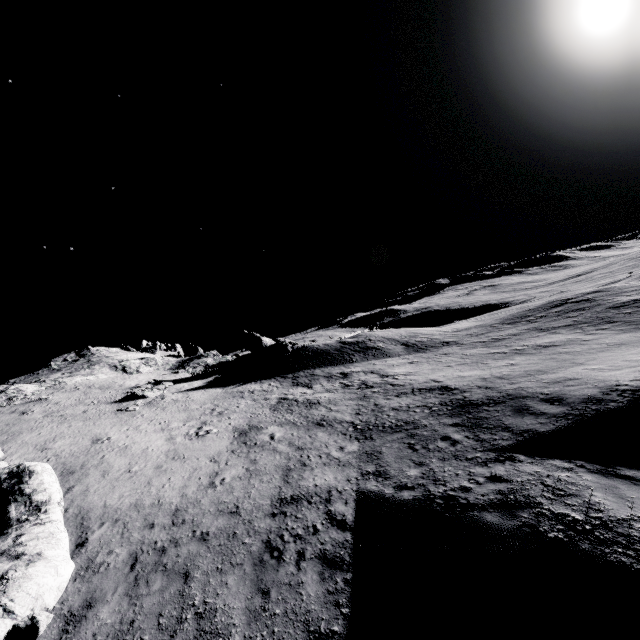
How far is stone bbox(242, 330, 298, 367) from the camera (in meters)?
34.98

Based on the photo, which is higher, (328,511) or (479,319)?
(479,319)

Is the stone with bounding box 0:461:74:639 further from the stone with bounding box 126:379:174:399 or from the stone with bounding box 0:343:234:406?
the stone with bounding box 126:379:174:399

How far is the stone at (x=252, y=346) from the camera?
35.0 meters

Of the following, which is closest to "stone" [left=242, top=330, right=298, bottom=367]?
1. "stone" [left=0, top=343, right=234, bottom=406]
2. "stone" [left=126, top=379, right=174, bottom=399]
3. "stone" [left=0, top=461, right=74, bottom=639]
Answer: "stone" [left=0, top=343, right=234, bottom=406]

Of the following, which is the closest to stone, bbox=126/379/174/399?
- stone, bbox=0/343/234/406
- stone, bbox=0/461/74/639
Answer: stone, bbox=0/343/234/406

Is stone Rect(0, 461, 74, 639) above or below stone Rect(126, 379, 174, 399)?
below

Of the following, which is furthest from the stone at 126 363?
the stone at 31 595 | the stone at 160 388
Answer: the stone at 31 595
